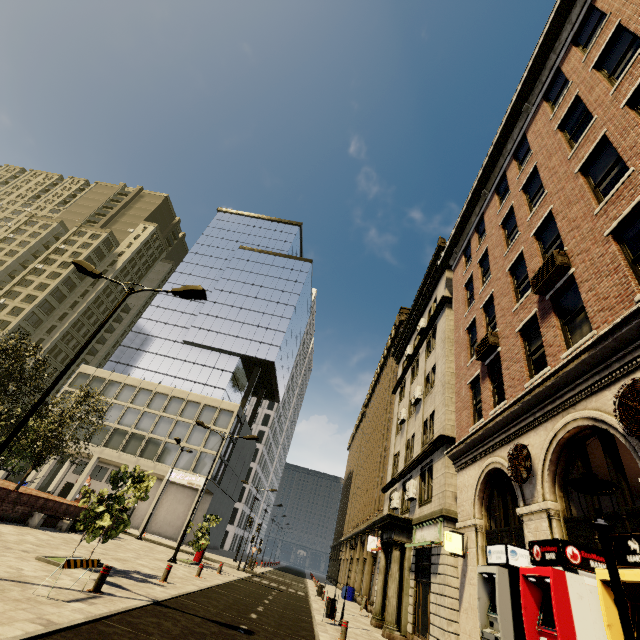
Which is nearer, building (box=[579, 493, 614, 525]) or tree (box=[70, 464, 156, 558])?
building (box=[579, 493, 614, 525])

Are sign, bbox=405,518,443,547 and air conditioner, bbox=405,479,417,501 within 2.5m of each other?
yes

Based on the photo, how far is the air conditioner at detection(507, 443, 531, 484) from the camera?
8.4 meters

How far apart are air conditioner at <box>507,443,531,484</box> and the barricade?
10.9 meters

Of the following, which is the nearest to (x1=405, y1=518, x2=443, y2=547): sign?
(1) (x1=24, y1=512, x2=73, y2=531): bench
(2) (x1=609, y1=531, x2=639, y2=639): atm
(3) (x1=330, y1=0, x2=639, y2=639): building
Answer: (3) (x1=330, y1=0, x2=639, y2=639): building

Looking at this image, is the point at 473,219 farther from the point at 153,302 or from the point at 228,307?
the point at 153,302

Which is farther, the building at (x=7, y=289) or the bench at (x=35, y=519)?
the building at (x=7, y=289)

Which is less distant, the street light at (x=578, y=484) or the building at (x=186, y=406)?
the street light at (x=578, y=484)
